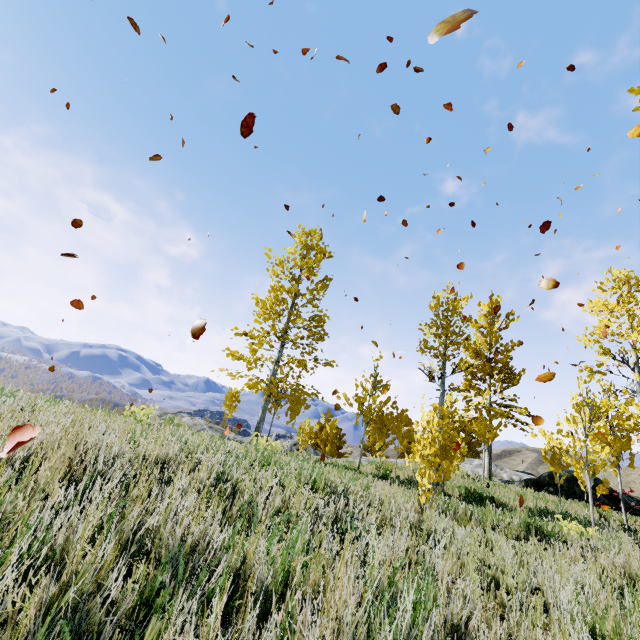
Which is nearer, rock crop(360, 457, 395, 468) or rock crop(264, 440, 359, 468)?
rock crop(264, 440, 359, 468)

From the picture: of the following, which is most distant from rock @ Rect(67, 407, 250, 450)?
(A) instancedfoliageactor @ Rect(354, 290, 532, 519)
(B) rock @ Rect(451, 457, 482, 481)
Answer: (B) rock @ Rect(451, 457, 482, 481)

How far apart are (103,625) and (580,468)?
10.00m

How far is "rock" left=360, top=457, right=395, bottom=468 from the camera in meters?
13.5

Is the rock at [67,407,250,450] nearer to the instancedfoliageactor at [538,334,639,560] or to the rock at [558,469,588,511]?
the instancedfoliageactor at [538,334,639,560]

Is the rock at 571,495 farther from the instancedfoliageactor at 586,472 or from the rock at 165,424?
the rock at 165,424

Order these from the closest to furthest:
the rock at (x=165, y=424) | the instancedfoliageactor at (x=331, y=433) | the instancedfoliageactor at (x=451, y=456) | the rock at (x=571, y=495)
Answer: the rock at (x=165, y=424) → the instancedfoliageactor at (x=451, y=456) → the rock at (x=571, y=495) → the instancedfoliageactor at (x=331, y=433)
